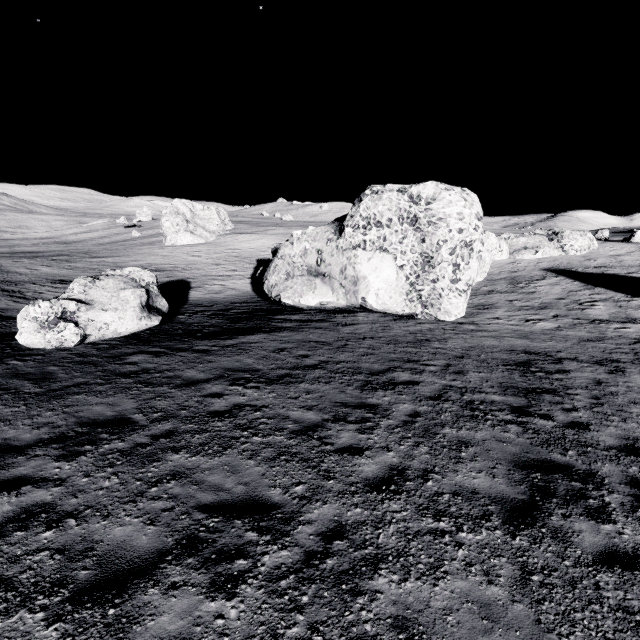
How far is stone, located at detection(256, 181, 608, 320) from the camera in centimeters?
1609cm

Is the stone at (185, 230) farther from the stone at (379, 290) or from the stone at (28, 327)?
the stone at (28, 327)

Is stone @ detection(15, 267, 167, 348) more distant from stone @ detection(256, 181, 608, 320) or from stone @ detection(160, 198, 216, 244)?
stone @ detection(160, 198, 216, 244)

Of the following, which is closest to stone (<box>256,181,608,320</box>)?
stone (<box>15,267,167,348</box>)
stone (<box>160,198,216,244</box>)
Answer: stone (<box>15,267,167,348</box>)

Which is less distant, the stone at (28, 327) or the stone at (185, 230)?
the stone at (28, 327)

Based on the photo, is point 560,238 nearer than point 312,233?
No
